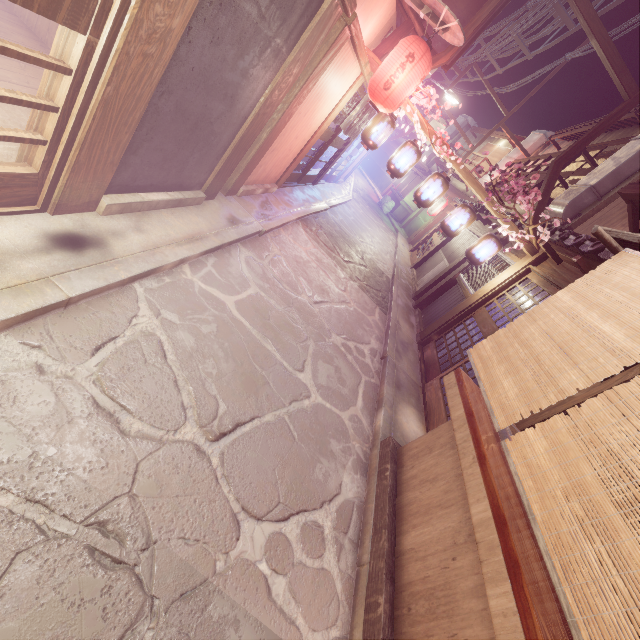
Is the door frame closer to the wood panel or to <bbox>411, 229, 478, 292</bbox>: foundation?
the wood panel

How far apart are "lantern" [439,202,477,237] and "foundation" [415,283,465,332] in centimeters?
318cm

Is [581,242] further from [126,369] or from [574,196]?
[126,369]

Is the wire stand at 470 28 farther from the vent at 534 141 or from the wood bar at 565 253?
the vent at 534 141

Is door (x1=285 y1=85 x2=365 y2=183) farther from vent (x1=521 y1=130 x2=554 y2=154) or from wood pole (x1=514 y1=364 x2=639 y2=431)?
vent (x1=521 y1=130 x2=554 y2=154)

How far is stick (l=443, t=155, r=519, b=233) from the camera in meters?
11.5

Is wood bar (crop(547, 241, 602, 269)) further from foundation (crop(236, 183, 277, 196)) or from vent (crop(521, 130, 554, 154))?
vent (crop(521, 130, 554, 154))

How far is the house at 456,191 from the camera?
36.7m
